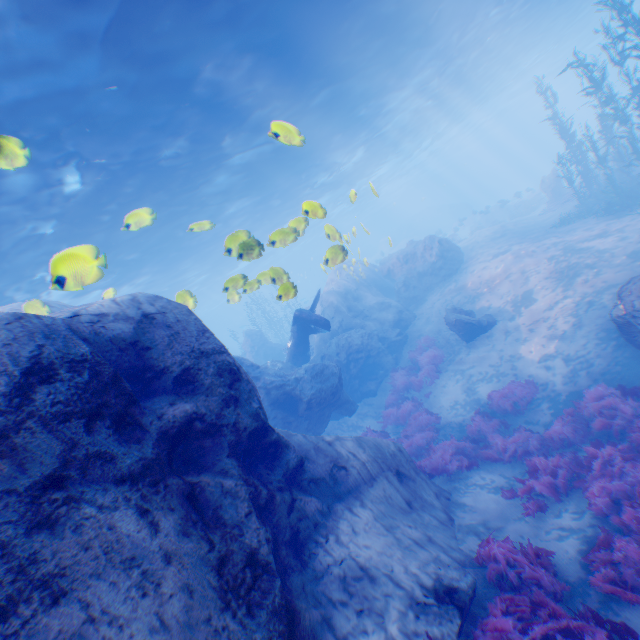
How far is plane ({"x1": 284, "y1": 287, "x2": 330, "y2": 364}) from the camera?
14.8 meters

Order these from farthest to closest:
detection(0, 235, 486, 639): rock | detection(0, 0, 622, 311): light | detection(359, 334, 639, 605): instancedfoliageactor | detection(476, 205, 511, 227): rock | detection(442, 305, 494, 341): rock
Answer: detection(476, 205, 511, 227): rock → detection(442, 305, 494, 341): rock → detection(0, 0, 622, 311): light → detection(359, 334, 639, 605): instancedfoliageactor → detection(0, 235, 486, 639): rock

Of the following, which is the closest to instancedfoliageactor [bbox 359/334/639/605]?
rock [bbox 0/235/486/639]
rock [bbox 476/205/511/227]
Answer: rock [bbox 0/235/486/639]

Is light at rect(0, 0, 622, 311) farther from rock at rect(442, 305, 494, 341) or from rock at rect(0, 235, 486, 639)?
rock at rect(442, 305, 494, 341)

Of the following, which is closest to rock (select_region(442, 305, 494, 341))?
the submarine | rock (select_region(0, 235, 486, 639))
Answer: rock (select_region(0, 235, 486, 639))

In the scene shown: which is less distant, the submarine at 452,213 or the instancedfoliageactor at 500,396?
the instancedfoliageactor at 500,396

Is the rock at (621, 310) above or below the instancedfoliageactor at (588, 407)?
above

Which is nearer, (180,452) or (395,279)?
(180,452)
